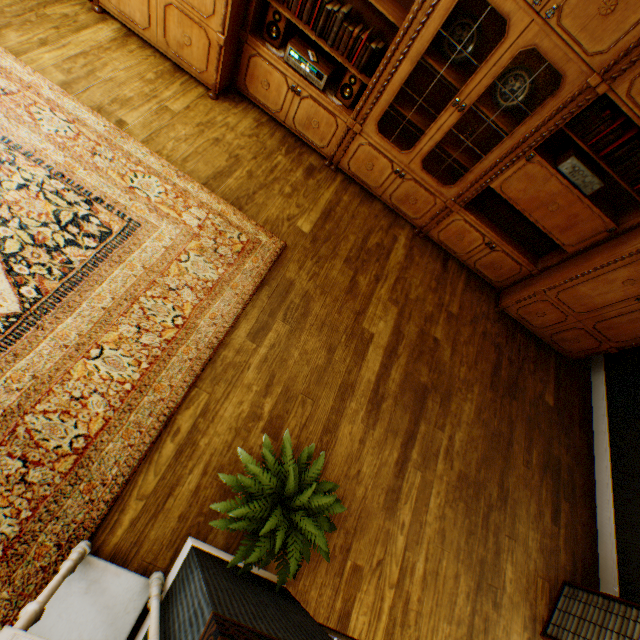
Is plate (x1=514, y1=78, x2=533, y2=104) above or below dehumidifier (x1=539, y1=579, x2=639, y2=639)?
above

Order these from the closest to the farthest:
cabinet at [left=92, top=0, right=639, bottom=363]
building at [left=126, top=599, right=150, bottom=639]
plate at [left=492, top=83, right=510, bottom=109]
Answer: building at [left=126, top=599, right=150, bottom=639] < cabinet at [left=92, top=0, right=639, bottom=363] < plate at [left=492, top=83, right=510, bottom=109]

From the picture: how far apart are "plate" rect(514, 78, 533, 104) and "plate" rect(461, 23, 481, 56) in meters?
0.4

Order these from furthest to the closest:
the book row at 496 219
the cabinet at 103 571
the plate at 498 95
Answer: the book row at 496 219 → the plate at 498 95 → the cabinet at 103 571

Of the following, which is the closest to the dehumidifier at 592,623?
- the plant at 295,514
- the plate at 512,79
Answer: the plant at 295,514

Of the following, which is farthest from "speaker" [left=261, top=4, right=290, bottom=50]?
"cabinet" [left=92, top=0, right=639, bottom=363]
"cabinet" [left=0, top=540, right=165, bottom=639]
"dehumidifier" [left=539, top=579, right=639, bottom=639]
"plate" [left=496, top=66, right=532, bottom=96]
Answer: "dehumidifier" [left=539, top=579, right=639, bottom=639]

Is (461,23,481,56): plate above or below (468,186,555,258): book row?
above

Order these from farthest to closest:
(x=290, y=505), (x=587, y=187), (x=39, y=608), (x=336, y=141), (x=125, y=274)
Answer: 1. (x=336, y=141)
2. (x=587, y=187)
3. (x=125, y=274)
4. (x=290, y=505)
5. (x=39, y=608)
